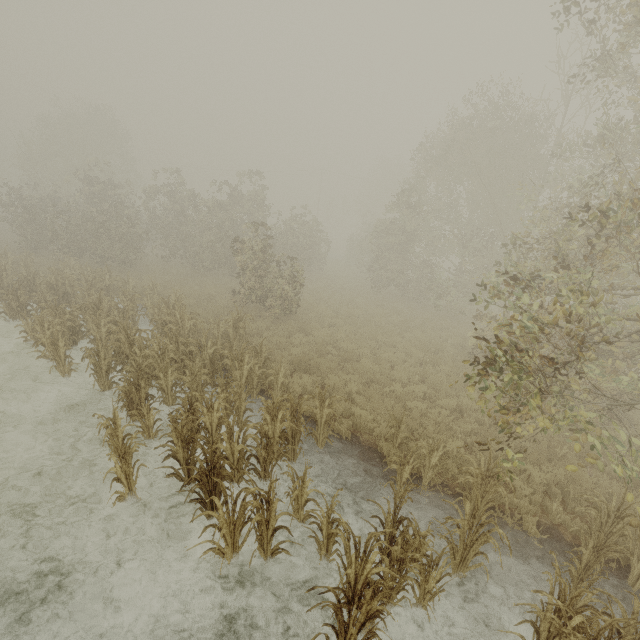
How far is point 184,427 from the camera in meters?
6.2
